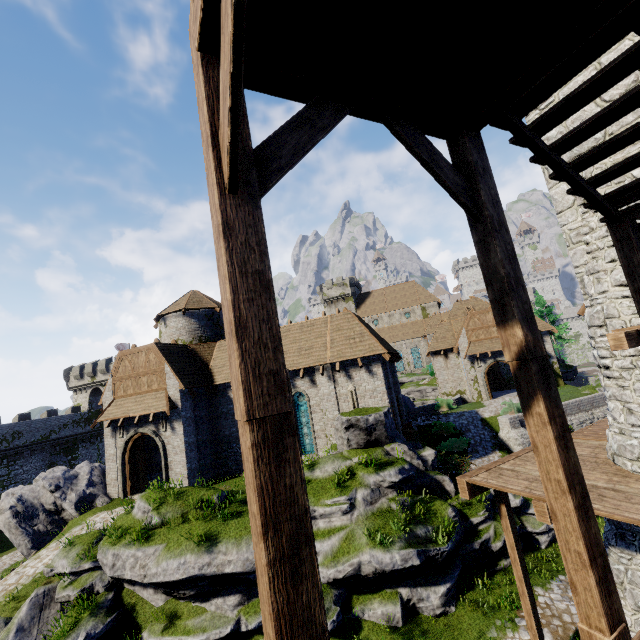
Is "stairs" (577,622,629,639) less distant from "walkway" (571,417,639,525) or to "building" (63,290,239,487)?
"walkway" (571,417,639,525)

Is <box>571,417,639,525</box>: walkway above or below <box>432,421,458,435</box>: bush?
above

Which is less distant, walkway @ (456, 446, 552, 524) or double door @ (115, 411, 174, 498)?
walkway @ (456, 446, 552, 524)

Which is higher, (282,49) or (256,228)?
(282,49)

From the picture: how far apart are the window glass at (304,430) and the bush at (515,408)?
15.96m

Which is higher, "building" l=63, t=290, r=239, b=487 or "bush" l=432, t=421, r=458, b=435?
"building" l=63, t=290, r=239, b=487

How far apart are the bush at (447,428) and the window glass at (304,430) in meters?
10.6

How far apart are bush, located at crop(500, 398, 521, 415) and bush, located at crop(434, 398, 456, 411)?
4.7 meters
